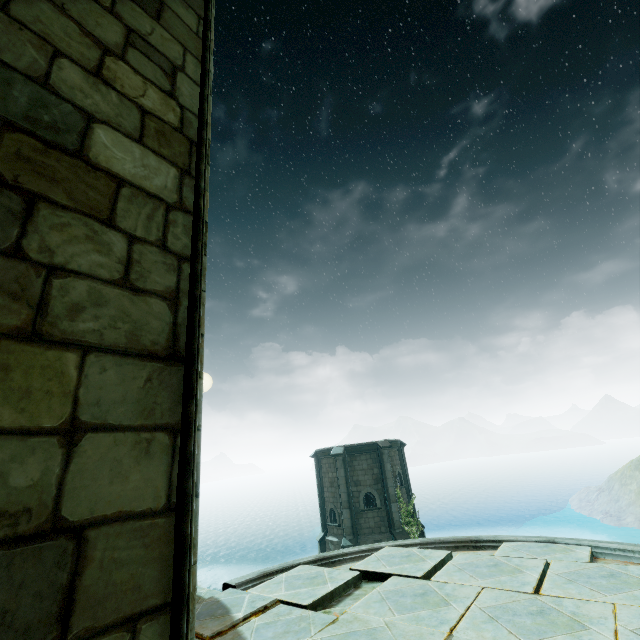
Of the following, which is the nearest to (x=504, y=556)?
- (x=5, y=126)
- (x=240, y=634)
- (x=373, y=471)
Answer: (x=240, y=634)
